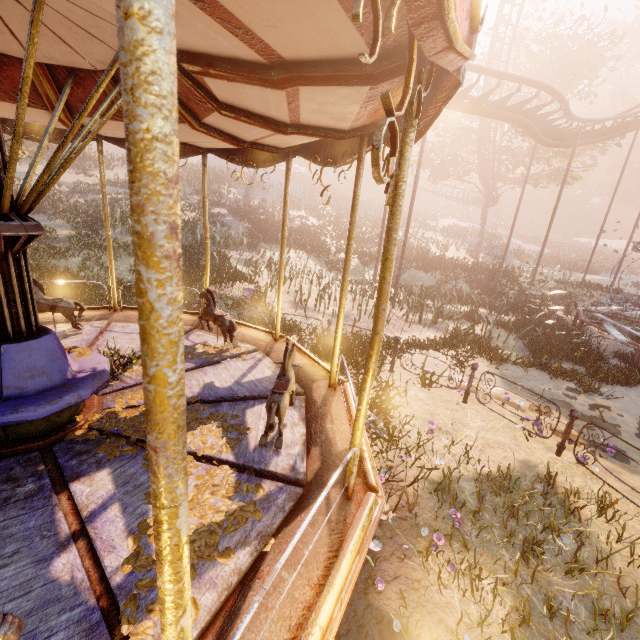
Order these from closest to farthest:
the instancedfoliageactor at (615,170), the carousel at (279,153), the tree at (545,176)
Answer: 1. the carousel at (279,153)
2. the tree at (545,176)
3. the instancedfoliageactor at (615,170)

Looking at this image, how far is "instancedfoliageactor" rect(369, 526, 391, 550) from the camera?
4.07m

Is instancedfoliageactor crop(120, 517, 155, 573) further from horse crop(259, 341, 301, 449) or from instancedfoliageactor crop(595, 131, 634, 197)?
instancedfoliageactor crop(595, 131, 634, 197)

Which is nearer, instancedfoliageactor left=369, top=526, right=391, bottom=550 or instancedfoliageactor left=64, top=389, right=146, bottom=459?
instancedfoliageactor left=64, top=389, right=146, bottom=459

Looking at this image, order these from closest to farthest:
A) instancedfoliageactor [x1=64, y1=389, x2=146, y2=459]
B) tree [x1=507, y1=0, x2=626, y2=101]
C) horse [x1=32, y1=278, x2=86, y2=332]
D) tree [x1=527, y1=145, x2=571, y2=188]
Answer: instancedfoliageactor [x1=64, y1=389, x2=146, y2=459] < horse [x1=32, y1=278, x2=86, y2=332] < tree [x1=507, y1=0, x2=626, y2=101] < tree [x1=527, y1=145, x2=571, y2=188]

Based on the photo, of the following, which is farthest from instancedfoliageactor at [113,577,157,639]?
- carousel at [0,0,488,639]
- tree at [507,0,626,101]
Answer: tree at [507,0,626,101]

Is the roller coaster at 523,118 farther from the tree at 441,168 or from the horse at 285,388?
the horse at 285,388

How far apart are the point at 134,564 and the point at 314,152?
5.4m
